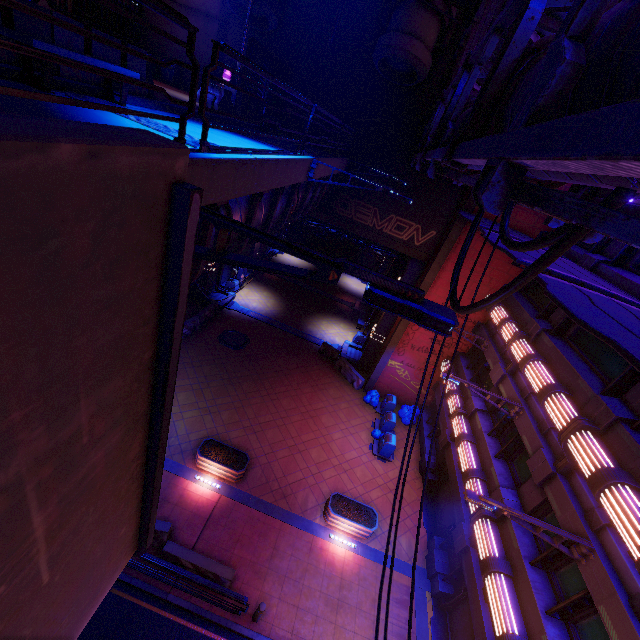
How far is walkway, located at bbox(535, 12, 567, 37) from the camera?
5.6 meters

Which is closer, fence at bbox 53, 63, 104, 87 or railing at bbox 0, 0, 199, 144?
railing at bbox 0, 0, 199, 144

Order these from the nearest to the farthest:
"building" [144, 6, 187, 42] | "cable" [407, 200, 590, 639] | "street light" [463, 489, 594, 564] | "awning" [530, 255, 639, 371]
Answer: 1. "cable" [407, 200, 590, 639]
2. "awning" [530, 255, 639, 371]
3. "street light" [463, 489, 594, 564]
4. "building" [144, 6, 187, 42]

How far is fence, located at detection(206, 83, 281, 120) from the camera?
12.6m

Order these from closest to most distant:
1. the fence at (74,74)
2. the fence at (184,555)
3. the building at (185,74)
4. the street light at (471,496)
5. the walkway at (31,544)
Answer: the walkway at (31,544), the fence at (74,74), the street light at (471,496), the fence at (184,555), the building at (185,74)

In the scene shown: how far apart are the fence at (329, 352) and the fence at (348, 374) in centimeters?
33cm

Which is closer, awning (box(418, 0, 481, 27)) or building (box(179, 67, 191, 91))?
awning (box(418, 0, 481, 27))

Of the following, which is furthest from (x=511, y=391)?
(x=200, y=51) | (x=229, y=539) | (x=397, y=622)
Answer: (x=200, y=51)
